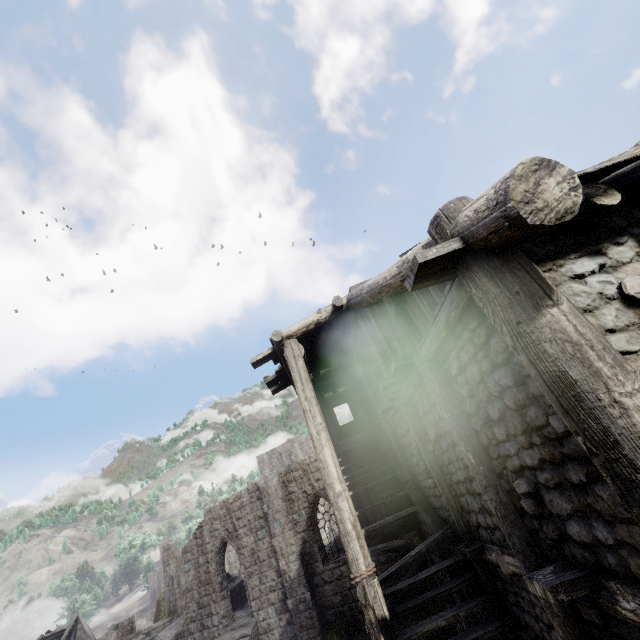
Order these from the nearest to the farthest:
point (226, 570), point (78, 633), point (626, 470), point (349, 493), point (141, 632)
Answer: point (626, 470)
point (349, 493)
point (141, 632)
point (226, 570)
point (78, 633)
